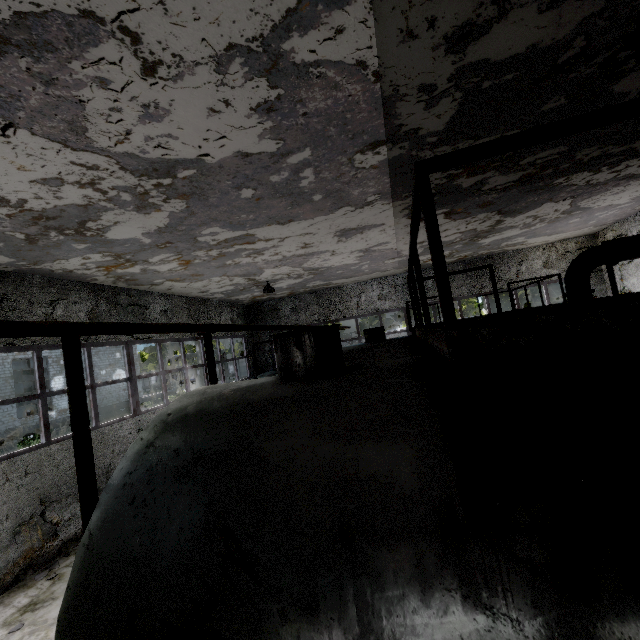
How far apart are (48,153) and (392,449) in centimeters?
Answer: 522cm

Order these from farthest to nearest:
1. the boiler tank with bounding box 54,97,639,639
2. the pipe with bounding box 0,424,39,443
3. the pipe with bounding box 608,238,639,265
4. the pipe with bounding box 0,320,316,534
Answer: the pipe with bounding box 0,424,39,443
the pipe with bounding box 608,238,639,265
the pipe with bounding box 0,320,316,534
the boiler tank with bounding box 54,97,639,639

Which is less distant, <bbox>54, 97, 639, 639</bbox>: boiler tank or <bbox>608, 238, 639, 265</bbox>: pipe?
<bbox>54, 97, 639, 639</bbox>: boiler tank

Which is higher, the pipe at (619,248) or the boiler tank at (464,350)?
the pipe at (619,248)

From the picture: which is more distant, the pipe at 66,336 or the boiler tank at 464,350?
the pipe at 66,336

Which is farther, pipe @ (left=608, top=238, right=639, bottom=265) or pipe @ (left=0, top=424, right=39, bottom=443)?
pipe @ (left=0, top=424, right=39, bottom=443)

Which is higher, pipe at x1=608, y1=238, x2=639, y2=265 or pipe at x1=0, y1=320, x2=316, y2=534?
pipe at x1=608, y1=238, x2=639, y2=265

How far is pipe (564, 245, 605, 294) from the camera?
9.1m
